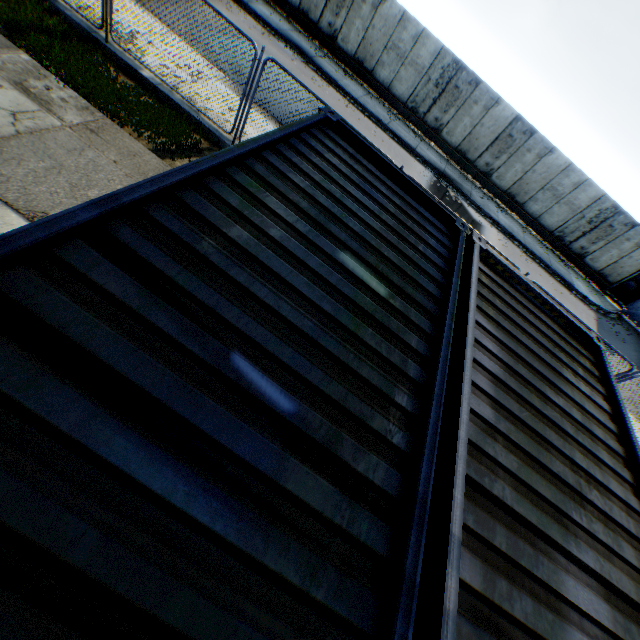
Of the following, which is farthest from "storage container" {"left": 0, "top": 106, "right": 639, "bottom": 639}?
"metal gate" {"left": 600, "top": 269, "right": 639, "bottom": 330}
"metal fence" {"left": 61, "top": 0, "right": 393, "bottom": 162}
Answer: "metal gate" {"left": 600, "top": 269, "right": 639, "bottom": 330}

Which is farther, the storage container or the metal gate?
the metal gate

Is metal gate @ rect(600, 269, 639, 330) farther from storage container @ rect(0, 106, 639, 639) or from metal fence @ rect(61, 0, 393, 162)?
storage container @ rect(0, 106, 639, 639)

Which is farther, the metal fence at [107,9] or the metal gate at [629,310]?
the metal gate at [629,310]

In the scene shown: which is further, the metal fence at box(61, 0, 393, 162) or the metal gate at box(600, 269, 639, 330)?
the metal gate at box(600, 269, 639, 330)

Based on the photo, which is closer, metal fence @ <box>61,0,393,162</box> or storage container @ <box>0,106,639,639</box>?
storage container @ <box>0,106,639,639</box>

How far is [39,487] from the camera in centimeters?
116cm

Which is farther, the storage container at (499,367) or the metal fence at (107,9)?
the metal fence at (107,9)
